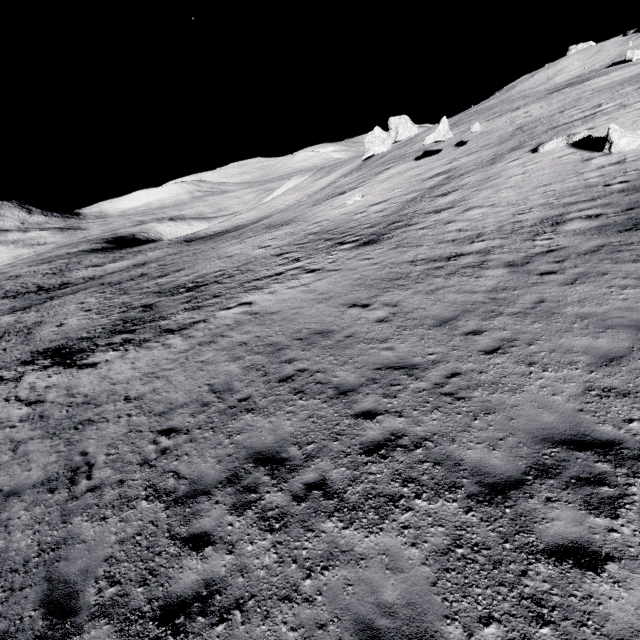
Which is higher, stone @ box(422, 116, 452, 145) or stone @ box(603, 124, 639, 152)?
stone @ box(422, 116, 452, 145)

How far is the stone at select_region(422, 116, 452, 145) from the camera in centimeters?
3064cm

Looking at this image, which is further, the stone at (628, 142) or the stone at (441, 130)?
the stone at (441, 130)

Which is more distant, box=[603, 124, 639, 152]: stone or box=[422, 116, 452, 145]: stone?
box=[422, 116, 452, 145]: stone

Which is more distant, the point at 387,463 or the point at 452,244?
the point at 452,244

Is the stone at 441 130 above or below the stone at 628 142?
above
